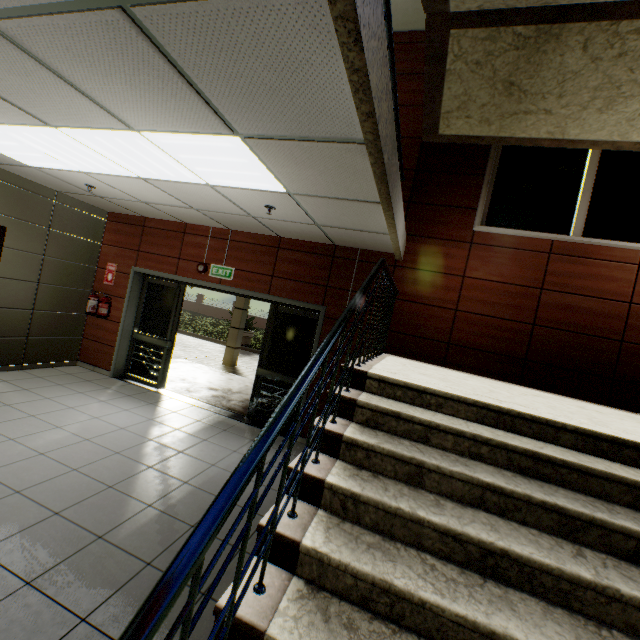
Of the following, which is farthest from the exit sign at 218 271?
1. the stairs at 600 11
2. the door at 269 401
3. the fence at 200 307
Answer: the fence at 200 307

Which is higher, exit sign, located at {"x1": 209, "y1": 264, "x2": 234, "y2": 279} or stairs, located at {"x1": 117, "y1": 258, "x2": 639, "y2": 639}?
exit sign, located at {"x1": 209, "y1": 264, "x2": 234, "y2": 279}

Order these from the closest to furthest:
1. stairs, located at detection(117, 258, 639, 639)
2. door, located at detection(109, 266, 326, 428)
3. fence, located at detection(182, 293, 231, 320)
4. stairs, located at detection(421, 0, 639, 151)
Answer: stairs, located at detection(117, 258, 639, 639) < stairs, located at detection(421, 0, 639, 151) < door, located at detection(109, 266, 326, 428) < fence, located at detection(182, 293, 231, 320)

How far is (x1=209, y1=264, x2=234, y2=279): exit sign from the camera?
5.8 meters

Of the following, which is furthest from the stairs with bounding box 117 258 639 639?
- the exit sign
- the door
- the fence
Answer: the fence

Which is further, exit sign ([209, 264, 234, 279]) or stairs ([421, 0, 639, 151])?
exit sign ([209, 264, 234, 279])

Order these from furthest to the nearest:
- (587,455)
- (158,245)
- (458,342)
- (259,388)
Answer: (158,245)
(259,388)
(458,342)
(587,455)

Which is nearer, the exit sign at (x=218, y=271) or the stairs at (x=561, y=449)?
the stairs at (x=561, y=449)
